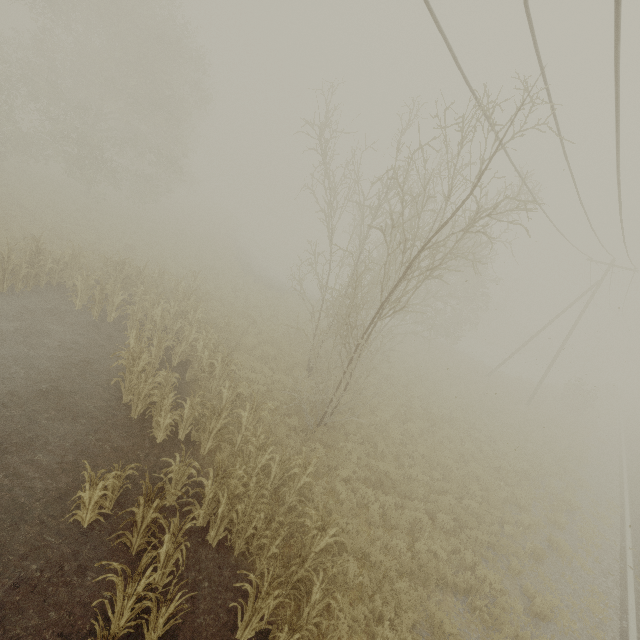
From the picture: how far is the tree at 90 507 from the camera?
5.90m

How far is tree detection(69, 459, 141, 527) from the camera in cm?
590

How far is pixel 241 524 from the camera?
6.4m
